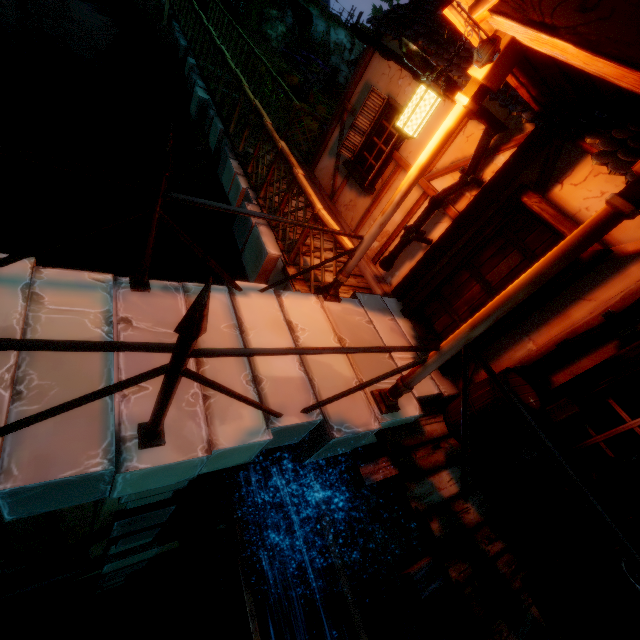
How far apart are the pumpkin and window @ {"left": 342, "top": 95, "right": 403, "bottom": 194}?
14.7 meters

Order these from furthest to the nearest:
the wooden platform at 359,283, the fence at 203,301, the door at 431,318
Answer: the wooden platform at 359,283, the door at 431,318, the fence at 203,301

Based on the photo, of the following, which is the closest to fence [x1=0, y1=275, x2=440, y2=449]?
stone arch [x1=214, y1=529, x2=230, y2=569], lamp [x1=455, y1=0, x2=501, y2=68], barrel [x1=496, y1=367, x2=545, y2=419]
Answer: barrel [x1=496, y1=367, x2=545, y2=419]

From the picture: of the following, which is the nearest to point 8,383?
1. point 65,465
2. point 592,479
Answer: point 65,465

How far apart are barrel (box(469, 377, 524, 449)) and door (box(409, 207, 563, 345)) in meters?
0.8

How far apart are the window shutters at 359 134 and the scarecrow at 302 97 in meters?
11.8 m

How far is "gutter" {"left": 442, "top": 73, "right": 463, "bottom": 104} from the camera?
2.9m

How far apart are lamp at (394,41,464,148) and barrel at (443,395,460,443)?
2.4 meters
